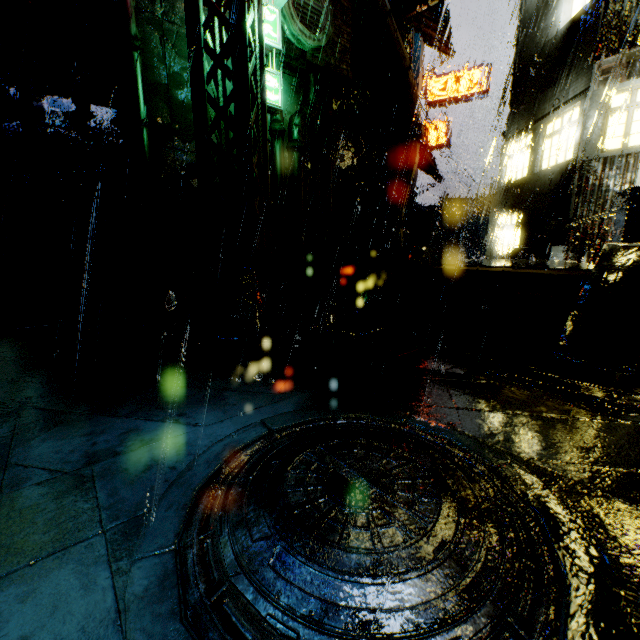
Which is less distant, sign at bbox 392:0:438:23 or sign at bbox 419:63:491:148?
sign at bbox 392:0:438:23

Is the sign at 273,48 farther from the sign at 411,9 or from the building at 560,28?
the sign at 411,9

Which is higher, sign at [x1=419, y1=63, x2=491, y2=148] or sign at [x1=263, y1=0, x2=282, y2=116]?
sign at [x1=419, y1=63, x2=491, y2=148]

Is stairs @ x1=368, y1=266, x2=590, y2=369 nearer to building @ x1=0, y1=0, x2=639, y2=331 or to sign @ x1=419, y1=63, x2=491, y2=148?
building @ x1=0, y1=0, x2=639, y2=331

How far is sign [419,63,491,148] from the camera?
19.83m

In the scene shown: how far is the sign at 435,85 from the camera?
19.8m

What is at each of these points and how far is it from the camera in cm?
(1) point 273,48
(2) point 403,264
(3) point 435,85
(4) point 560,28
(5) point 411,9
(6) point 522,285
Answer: (1) sign, 819
(2) structural stair, 838
(3) sign, 2098
(4) building, 1256
(5) sign, 1222
(6) stairs, 634
